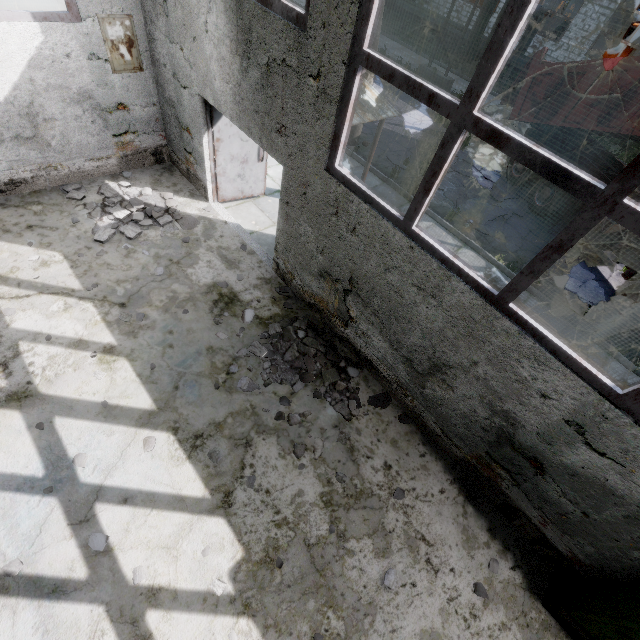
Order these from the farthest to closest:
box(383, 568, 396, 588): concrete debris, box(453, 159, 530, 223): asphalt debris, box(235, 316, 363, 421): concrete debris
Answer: box(453, 159, 530, 223): asphalt debris → box(235, 316, 363, 421): concrete debris → box(383, 568, 396, 588): concrete debris

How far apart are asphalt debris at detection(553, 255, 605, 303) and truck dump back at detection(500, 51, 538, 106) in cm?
606

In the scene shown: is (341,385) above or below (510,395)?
below

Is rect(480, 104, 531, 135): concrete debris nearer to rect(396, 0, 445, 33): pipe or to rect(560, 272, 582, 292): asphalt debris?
rect(396, 0, 445, 33): pipe

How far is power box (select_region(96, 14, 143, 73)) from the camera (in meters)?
5.50

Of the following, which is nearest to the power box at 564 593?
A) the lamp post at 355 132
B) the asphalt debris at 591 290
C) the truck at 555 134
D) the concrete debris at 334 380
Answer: the concrete debris at 334 380

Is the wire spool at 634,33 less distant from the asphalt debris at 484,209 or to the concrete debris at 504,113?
the concrete debris at 504,113

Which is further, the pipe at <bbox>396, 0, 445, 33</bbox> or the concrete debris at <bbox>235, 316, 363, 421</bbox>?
the pipe at <bbox>396, 0, 445, 33</bbox>
